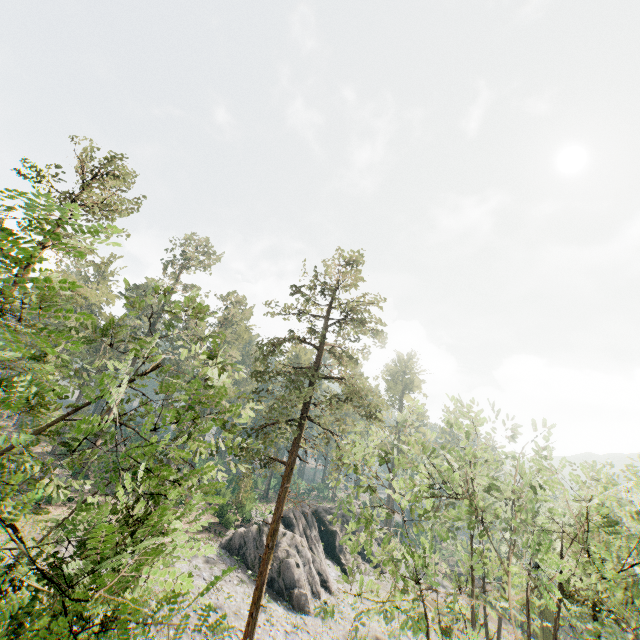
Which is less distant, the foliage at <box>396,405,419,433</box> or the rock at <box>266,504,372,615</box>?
the foliage at <box>396,405,419,433</box>

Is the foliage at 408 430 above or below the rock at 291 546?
above

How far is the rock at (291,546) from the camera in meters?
29.4 m

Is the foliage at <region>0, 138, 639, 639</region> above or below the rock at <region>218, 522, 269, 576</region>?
above

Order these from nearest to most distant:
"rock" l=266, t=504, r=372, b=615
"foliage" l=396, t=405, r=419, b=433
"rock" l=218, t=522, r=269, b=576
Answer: "foliage" l=396, t=405, r=419, b=433 < "rock" l=266, t=504, r=372, b=615 < "rock" l=218, t=522, r=269, b=576

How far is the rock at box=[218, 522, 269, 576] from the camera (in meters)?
30.92

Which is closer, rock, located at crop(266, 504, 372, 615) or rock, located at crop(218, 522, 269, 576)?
rock, located at crop(266, 504, 372, 615)

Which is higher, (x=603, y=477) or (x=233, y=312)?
(x=233, y=312)
